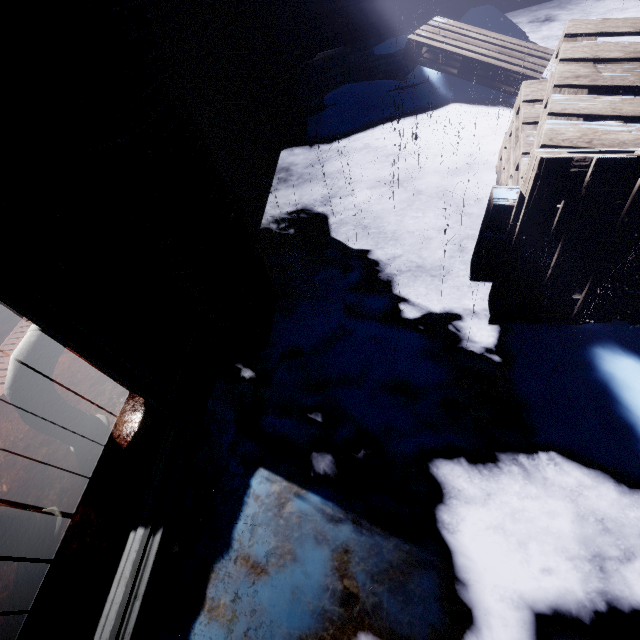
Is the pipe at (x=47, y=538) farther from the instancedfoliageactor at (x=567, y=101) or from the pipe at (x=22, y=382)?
the instancedfoliageactor at (x=567, y=101)

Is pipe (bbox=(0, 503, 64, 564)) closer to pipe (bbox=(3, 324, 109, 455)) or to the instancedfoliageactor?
pipe (bbox=(3, 324, 109, 455))

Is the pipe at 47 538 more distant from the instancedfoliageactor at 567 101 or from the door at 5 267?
the instancedfoliageactor at 567 101

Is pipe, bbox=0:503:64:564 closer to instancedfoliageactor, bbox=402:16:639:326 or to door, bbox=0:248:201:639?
door, bbox=0:248:201:639

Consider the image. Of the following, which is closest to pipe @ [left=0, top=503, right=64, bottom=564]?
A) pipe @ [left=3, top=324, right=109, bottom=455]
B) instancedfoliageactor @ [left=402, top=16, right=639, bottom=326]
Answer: pipe @ [left=3, top=324, right=109, bottom=455]

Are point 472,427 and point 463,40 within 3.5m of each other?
no
